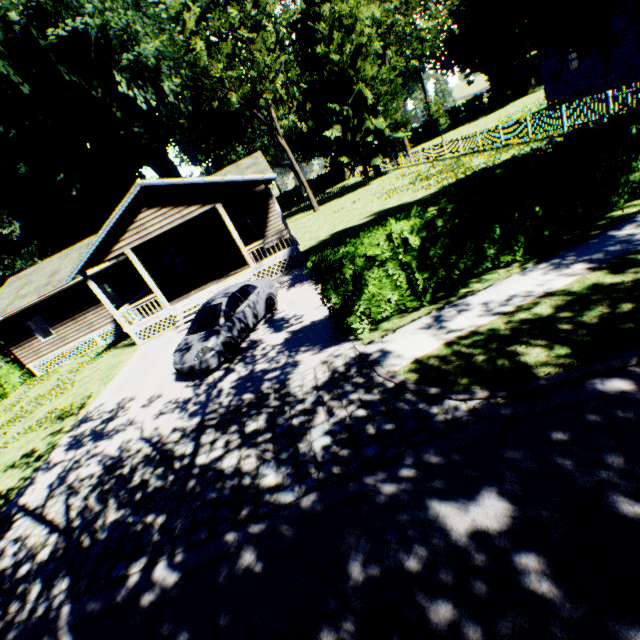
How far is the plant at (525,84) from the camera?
49.4m

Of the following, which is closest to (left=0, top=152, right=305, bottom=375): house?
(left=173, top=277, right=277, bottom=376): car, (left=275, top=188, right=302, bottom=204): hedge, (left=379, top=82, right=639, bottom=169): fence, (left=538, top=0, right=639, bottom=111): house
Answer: (left=173, top=277, right=277, bottom=376): car

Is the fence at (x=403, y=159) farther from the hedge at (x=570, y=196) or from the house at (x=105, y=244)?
the house at (x=105, y=244)

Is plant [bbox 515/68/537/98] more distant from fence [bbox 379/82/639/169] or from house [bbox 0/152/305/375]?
house [bbox 0/152/305/375]

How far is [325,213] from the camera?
31.6m

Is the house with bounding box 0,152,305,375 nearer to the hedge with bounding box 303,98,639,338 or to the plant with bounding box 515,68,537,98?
the hedge with bounding box 303,98,639,338

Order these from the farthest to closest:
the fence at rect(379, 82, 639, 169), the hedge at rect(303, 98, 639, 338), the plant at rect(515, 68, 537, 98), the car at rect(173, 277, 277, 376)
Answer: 1. the plant at rect(515, 68, 537, 98)
2. the fence at rect(379, 82, 639, 169)
3. the car at rect(173, 277, 277, 376)
4. the hedge at rect(303, 98, 639, 338)

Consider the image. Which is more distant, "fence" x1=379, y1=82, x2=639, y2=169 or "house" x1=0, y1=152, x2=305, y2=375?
"house" x1=0, y1=152, x2=305, y2=375
